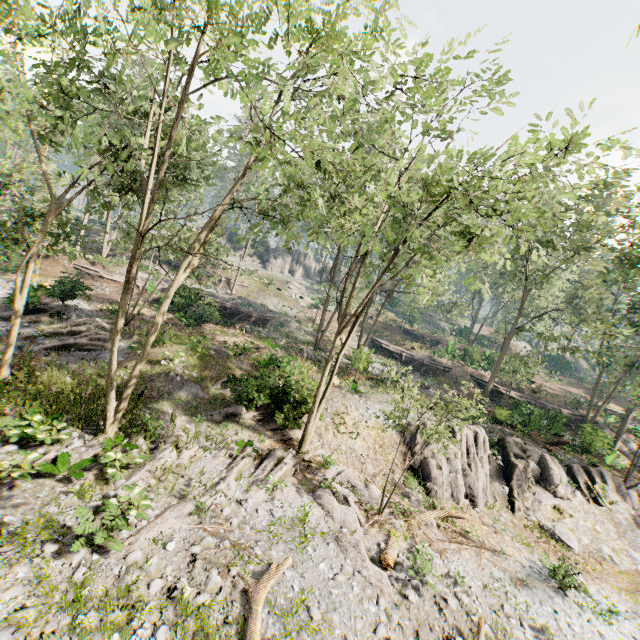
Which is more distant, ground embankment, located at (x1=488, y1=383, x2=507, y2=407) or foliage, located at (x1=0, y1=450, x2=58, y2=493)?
ground embankment, located at (x1=488, y1=383, x2=507, y2=407)

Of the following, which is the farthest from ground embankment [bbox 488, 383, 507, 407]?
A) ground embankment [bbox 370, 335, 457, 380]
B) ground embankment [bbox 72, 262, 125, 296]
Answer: ground embankment [bbox 72, 262, 125, 296]

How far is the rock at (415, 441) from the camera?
18.9m

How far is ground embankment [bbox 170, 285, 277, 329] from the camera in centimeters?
2772cm

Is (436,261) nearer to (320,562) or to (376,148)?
(376,148)

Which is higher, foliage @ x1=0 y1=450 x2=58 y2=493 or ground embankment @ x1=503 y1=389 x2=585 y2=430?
ground embankment @ x1=503 y1=389 x2=585 y2=430

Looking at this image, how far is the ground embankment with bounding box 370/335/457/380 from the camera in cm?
3797

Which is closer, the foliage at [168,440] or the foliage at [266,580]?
the foliage at [266,580]
